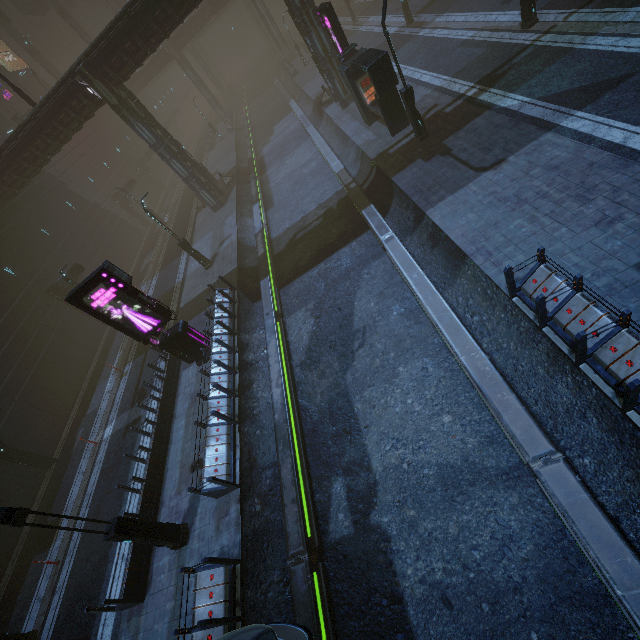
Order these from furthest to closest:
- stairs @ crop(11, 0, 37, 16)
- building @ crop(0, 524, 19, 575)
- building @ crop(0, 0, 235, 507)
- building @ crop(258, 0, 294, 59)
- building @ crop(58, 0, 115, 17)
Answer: building @ crop(58, 0, 115, 17) < stairs @ crop(11, 0, 37, 16) < building @ crop(258, 0, 294, 59) < building @ crop(0, 0, 235, 507) < building @ crop(0, 524, 19, 575)

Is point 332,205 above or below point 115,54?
below

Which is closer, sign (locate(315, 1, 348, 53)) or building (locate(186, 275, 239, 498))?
building (locate(186, 275, 239, 498))

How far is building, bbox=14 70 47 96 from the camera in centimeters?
5093cm

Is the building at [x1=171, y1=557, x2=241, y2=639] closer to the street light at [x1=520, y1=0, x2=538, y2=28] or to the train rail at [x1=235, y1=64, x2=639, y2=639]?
the train rail at [x1=235, y1=64, x2=639, y2=639]

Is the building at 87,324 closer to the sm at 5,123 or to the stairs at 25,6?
the sm at 5,123

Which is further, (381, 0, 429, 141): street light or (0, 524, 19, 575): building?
(0, 524, 19, 575): building

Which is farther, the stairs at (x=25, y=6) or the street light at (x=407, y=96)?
the stairs at (x=25, y=6)
